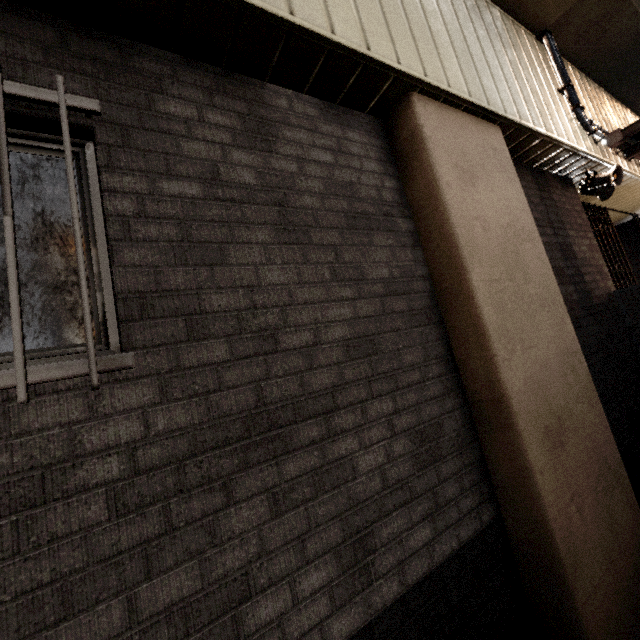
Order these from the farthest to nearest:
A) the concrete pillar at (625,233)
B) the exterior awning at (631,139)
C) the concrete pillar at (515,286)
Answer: the concrete pillar at (625,233) → the exterior awning at (631,139) → the concrete pillar at (515,286)

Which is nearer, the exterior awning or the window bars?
the window bars

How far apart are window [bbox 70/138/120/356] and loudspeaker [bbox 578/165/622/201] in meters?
6.0 m

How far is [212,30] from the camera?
1.8 meters

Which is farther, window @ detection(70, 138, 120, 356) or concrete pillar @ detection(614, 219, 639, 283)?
concrete pillar @ detection(614, 219, 639, 283)

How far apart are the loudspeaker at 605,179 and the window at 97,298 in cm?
602

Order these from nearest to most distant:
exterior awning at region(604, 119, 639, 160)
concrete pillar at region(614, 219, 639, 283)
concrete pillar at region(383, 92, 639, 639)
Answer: concrete pillar at region(383, 92, 639, 639), exterior awning at region(604, 119, 639, 160), concrete pillar at region(614, 219, 639, 283)

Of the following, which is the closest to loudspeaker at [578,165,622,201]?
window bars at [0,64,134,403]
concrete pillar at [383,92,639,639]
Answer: concrete pillar at [383,92,639,639]
